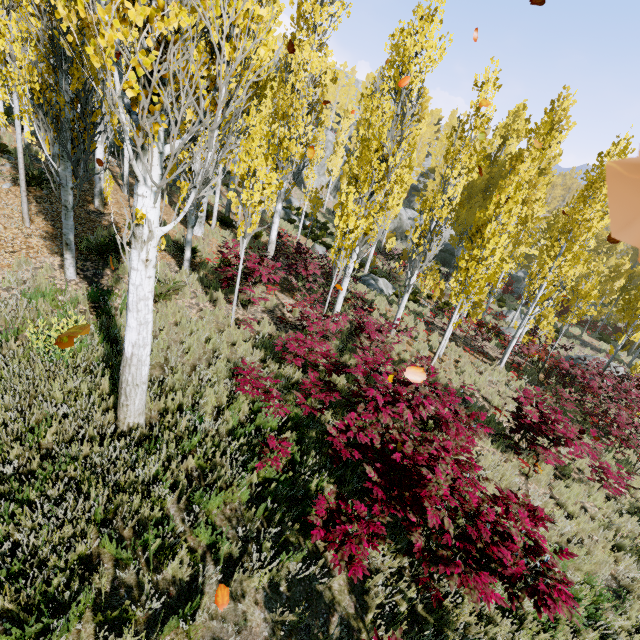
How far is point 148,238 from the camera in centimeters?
367cm

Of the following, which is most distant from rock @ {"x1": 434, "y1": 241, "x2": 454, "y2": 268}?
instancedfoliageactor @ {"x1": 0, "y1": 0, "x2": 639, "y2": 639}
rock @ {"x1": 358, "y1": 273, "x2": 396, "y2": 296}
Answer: rock @ {"x1": 358, "y1": 273, "x2": 396, "y2": 296}

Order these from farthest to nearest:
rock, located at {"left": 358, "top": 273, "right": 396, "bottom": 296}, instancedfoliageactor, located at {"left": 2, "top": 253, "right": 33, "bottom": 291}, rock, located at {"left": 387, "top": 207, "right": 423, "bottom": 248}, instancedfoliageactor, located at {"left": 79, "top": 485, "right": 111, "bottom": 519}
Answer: rock, located at {"left": 387, "top": 207, "right": 423, "bottom": 248}, rock, located at {"left": 358, "top": 273, "right": 396, "bottom": 296}, instancedfoliageactor, located at {"left": 2, "top": 253, "right": 33, "bottom": 291}, instancedfoliageactor, located at {"left": 79, "top": 485, "right": 111, "bottom": 519}

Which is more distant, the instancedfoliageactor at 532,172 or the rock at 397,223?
the rock at 397,223

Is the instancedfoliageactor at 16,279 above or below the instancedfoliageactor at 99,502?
above

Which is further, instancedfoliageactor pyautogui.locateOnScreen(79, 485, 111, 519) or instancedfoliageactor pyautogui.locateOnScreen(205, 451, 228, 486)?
instancedfoliageactor pyautogui.locateOnScreen(205, 451, 228, 486)

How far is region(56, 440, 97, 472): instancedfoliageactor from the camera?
3.72m
